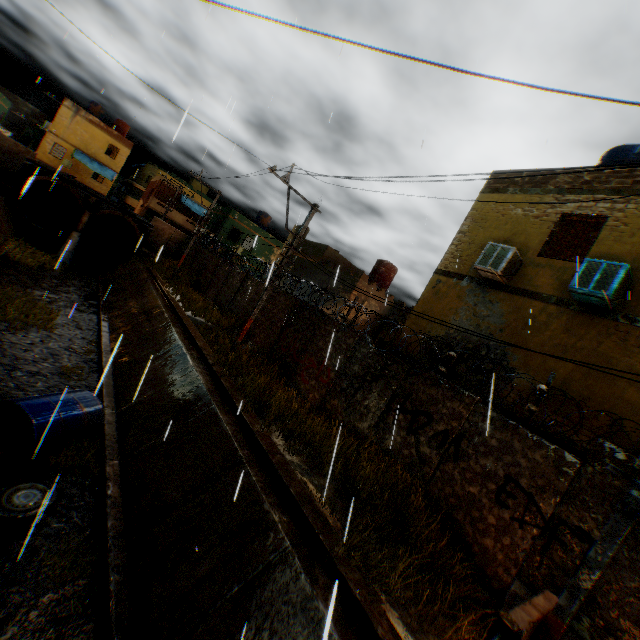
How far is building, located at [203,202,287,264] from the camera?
32.5m

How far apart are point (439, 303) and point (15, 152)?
30.9m

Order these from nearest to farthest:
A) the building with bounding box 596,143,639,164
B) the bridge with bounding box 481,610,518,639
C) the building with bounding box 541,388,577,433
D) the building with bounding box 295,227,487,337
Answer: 1. the bridge with bounding box 481,610,518,639
2. the building with bounding box 541,388,577,433
3. the building with bounding box 596,143,639,164
4. the building with bounding box 295,227,487,337

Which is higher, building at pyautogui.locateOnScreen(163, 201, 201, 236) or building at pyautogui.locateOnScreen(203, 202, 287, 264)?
building at pyautogui.locateOnScreen(203, 202, 287, 264)

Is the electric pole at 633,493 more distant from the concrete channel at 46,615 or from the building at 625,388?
the building at 625,388

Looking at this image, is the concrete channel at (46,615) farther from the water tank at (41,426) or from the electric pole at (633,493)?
the electric pole at (633,493)

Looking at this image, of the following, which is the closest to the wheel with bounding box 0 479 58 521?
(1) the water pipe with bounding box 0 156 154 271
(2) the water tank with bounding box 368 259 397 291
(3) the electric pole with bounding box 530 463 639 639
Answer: (3) the electric pole with bounding box 530 463 639 639

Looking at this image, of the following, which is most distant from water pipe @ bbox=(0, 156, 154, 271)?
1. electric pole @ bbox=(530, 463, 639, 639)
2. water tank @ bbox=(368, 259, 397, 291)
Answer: electric pole @ bbox=(530, 463, 639, 639)
